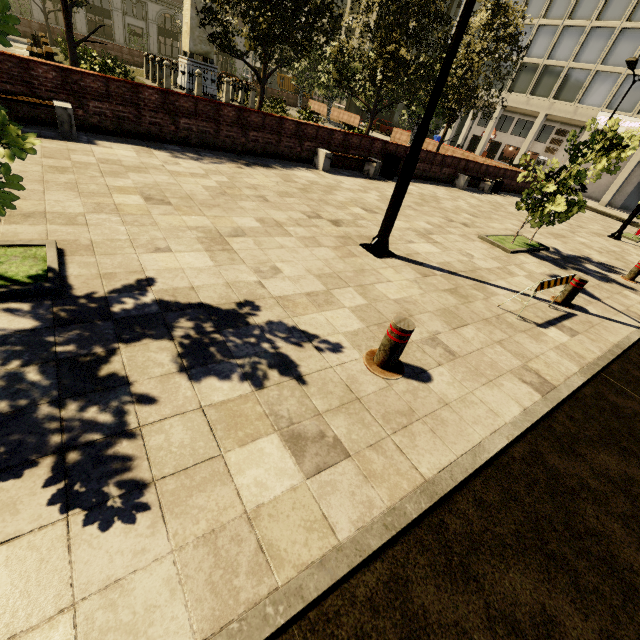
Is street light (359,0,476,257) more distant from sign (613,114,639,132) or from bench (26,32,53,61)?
sign (613,114,639,132)

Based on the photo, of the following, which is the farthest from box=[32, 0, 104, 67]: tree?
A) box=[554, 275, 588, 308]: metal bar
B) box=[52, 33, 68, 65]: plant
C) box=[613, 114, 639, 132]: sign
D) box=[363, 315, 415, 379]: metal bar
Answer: box=[613, 114, 639, 132]: sign

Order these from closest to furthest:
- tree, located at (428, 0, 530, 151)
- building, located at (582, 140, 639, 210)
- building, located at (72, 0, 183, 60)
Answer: tree, located at (428, 0, 530, 151), building, located at (582, 140, 639, 210), building, located at (72, 0, 183, 60)

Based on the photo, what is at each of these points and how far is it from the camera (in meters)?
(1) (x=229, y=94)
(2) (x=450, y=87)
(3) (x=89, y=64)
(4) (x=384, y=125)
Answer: (1) fence, 19.73
(2) tree, 17.98
(3) plant, 14.47
(4) car, 37.53

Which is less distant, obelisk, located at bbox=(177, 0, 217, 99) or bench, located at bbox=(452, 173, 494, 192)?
bench, located at bbox=(452, 173, 494, 192)

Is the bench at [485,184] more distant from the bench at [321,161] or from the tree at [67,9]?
the bench at [321,161]

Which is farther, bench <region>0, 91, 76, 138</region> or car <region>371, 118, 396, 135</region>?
car <region>371, 118, 396, 135</region>

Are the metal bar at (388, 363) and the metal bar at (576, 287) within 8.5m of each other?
yes
